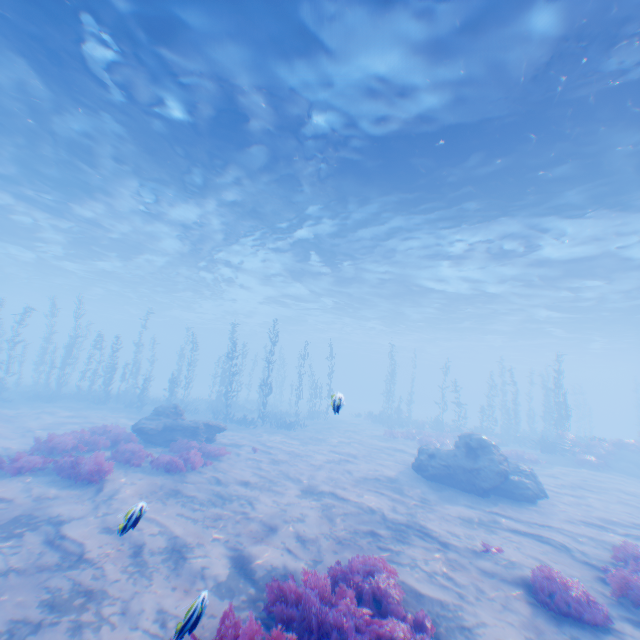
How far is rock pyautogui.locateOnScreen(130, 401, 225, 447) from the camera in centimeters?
1477cm

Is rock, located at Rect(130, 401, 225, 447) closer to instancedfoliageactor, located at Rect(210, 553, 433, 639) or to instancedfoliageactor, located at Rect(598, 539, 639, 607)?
instancedfoliageactor, located at Rect(210, 553, 433, 639)

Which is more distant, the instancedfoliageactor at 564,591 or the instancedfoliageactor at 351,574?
the instancedfoliageactor at 564,591

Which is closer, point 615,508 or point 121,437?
point 615,508

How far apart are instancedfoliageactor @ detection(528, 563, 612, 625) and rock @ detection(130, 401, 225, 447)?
13.11m

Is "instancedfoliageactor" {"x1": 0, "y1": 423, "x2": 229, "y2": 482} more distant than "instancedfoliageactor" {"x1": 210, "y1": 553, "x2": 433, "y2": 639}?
Yes

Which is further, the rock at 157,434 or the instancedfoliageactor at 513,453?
the instancedfoliageactor at 513,453

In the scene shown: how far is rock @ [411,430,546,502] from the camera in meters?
12.6 m
